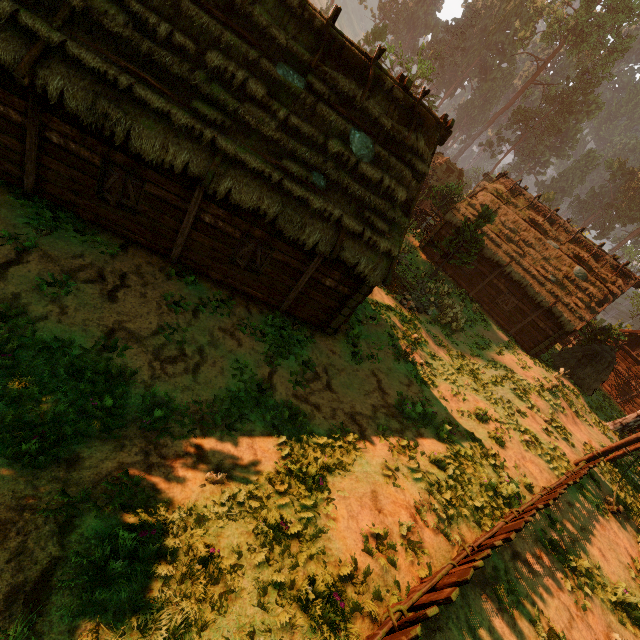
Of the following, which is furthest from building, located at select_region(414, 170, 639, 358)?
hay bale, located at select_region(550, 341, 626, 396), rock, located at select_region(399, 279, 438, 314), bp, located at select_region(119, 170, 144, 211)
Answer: rock, located at select_region(399, 279, 438, 314)

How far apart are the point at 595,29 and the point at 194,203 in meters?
76.2

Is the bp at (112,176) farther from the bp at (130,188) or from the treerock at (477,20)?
the treerock at (477,20)

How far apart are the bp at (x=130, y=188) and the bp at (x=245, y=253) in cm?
296

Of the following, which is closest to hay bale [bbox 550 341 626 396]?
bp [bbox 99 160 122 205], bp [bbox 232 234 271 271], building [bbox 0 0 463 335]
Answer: building [bbox 0 0 463 335]

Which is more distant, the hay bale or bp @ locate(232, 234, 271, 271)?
the hay bale

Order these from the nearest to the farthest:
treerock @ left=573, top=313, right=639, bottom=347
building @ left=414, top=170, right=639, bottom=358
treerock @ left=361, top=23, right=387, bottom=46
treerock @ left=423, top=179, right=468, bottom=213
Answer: building @ left=414, top=170, right=639, bottom=358, treerock @ left=573, top=313, right=639, bottom=347, treerock @ left=423, top=179, right=468, bottom=213, treerock @ left=361, top=23, right=387, bottom=46

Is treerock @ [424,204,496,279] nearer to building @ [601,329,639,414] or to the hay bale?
building @ [601,329,639,414]
